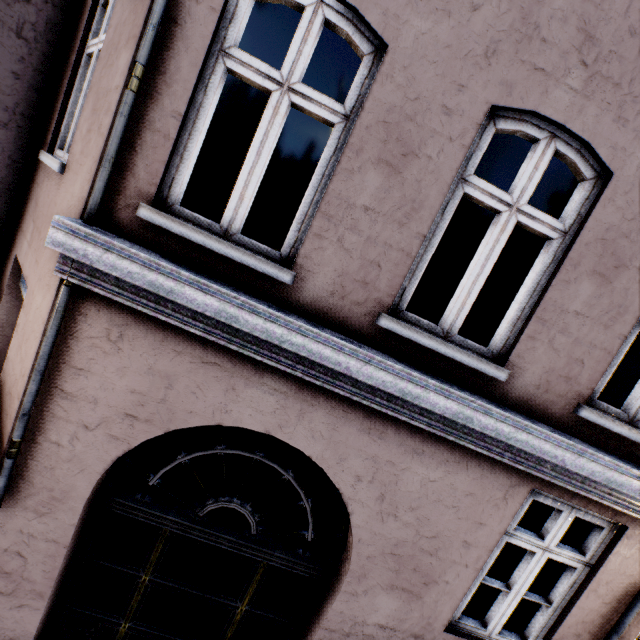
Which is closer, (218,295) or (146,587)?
(218,295)
